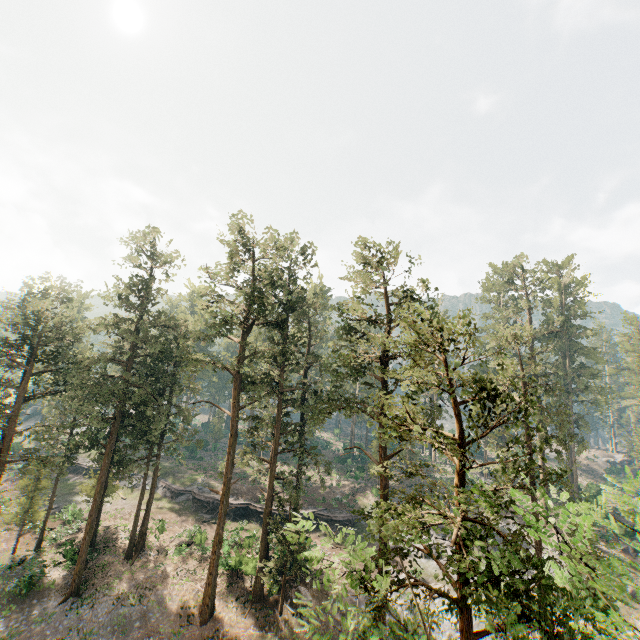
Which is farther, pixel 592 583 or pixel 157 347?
pixel 157 347

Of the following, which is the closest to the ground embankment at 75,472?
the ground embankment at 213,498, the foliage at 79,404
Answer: the ground embankment at 213,498

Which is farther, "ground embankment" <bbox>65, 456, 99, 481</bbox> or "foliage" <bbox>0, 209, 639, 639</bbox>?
"ground embankment" <bbox>65, 456, 99, 481</bbox>

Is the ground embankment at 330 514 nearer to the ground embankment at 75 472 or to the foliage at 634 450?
the foliage at 634 450

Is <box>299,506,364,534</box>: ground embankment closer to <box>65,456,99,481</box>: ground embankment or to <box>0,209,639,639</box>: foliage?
<box>0,209,639,639</box>: foliage

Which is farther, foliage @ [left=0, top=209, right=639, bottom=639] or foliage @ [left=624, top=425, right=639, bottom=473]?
foliage @ [left=624, top=425, right=639, bottom=473]

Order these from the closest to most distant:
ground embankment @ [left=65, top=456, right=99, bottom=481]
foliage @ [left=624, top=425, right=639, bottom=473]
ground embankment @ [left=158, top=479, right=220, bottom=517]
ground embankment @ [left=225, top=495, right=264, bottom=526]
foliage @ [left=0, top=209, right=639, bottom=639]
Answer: foliage @ [left=0, top=209, right=639, bottom=639] → ground embankment @ [left=225, top=495, right=264, bottom=526] → ground embankment @ [left=158, top=479, right=220, bottom=517] → ground embankment @ [left=65, top=456, right=99, bottom=481] → foliage @ [left=624, top=425, right=639, bottom=473]
